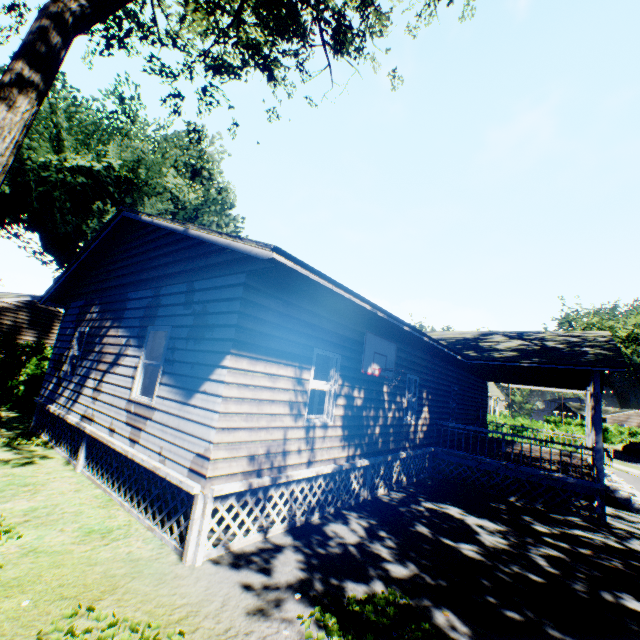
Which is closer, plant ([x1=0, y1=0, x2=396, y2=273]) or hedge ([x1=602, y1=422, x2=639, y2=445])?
plant ([x1=0, y1=0, x2=396, y2=273])

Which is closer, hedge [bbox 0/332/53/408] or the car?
hedge [bbox 0/332/53/408]

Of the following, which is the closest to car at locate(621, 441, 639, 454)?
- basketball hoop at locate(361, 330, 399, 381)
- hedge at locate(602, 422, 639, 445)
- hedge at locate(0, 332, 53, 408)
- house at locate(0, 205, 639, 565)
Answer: hedge at locate(602, 422, 639, 445)

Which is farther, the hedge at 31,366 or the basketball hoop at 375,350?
the hedge at 31,366

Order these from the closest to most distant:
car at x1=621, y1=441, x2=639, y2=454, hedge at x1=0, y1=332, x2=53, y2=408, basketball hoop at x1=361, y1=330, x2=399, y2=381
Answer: basketball hoop at x1=361, y1=330, x2=399, y2=381 < hedge at x1=0, y1=332, x2=53, y2=408 < car at x1=621, y1=441, x2=639, y2=454

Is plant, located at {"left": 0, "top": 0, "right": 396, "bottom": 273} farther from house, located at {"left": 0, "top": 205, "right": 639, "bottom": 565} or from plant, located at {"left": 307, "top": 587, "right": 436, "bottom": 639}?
house, located at {"left": 0, "top": 205, "right": 639, "bottom": 565}

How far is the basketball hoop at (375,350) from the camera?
7.9 meters

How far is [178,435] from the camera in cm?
551
